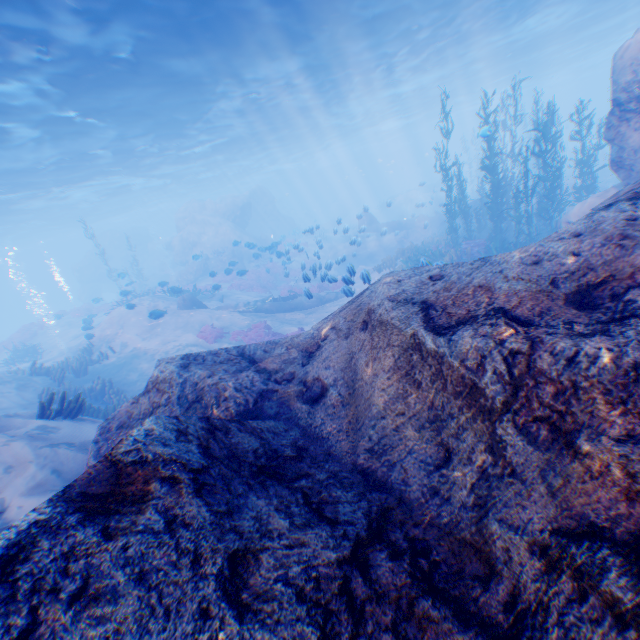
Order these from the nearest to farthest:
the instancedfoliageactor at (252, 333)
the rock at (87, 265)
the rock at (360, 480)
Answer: the rock at (360, 480)
the instancedfoliageactor at (252, 333)
the rock at (87, 265)

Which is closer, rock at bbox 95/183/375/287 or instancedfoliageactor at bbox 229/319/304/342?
instancedfoliageactor at bbox 229/319/304/342

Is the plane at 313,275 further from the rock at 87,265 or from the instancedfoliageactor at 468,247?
the rock at 87,265

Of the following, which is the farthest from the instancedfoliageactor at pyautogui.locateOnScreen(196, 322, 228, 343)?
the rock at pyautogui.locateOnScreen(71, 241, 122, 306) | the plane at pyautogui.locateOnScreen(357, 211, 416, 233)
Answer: the rock at pyautogui.locateOnScreen(71, 241, 122, 306)

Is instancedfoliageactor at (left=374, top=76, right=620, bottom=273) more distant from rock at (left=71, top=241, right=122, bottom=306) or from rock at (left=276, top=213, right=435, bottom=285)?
rock at (left=71, top=241, right=122, bottom=306)

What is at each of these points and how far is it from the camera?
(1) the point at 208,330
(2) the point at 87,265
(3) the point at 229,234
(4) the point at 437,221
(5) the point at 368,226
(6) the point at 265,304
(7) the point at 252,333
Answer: (1) instancedfoliageactor, 16.25m
(2) rock, 44.12m
(3) rock, 33.12m
(4) plane, 29.55m
(5) plane, 30.09m
(6) plane, 19.38m
(7) instancedfoliageactor, 15.91m

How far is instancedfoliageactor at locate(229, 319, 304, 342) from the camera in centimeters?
1553cm

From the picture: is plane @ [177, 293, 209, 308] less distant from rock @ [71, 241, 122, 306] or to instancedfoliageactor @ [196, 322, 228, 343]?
instancedfoliageactor @ [196, 322, 228, 343]
